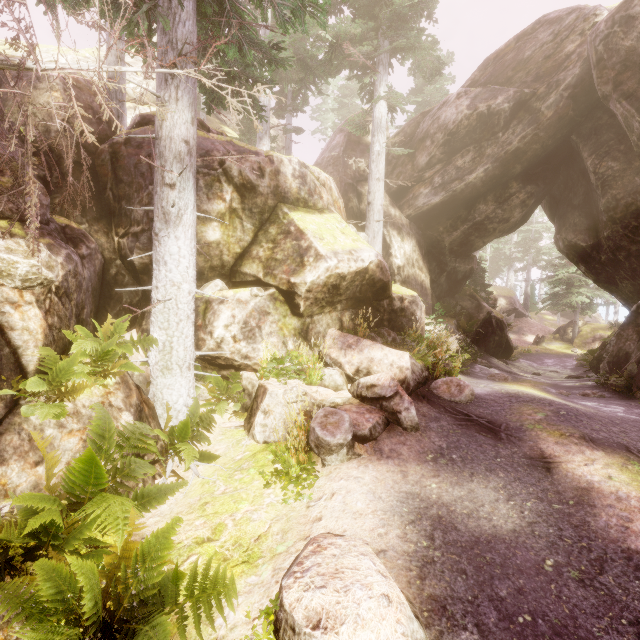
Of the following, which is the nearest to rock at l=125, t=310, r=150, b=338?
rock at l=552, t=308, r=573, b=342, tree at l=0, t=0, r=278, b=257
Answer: tree at l=0, t=0, r=278, b=257

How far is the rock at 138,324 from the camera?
8.15m

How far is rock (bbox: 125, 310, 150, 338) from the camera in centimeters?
815cm

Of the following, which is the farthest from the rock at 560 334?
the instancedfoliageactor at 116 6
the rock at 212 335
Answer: the rock at 212 335

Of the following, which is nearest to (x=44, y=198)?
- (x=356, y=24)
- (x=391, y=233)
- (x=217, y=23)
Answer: (x=217, y=23)
